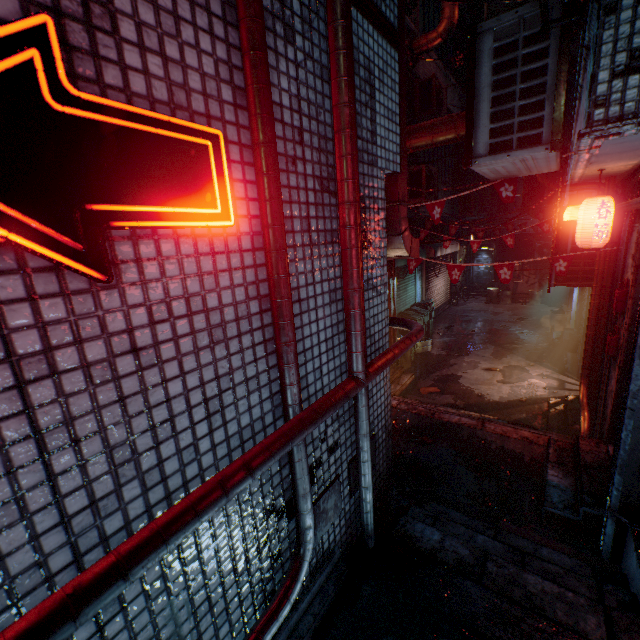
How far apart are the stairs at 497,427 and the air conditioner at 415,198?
3.93m

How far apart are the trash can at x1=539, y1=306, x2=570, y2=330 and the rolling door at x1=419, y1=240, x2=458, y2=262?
3.5m

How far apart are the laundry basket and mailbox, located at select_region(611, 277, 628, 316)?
5.9 meters

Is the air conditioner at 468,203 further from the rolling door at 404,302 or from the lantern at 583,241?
the lantern at 583,241

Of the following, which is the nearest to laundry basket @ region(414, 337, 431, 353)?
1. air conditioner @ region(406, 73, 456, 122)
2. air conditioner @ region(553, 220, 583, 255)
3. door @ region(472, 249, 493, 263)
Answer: air conditioner @ region(553, 220, 583, 255)

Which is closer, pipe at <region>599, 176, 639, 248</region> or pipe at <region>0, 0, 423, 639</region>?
pipe at <region>0, 0, 423, 639</region>

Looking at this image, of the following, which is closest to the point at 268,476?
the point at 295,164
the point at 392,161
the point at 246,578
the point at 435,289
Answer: the point at 246,578

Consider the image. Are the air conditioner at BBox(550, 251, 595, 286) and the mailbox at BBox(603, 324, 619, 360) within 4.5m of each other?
yes
